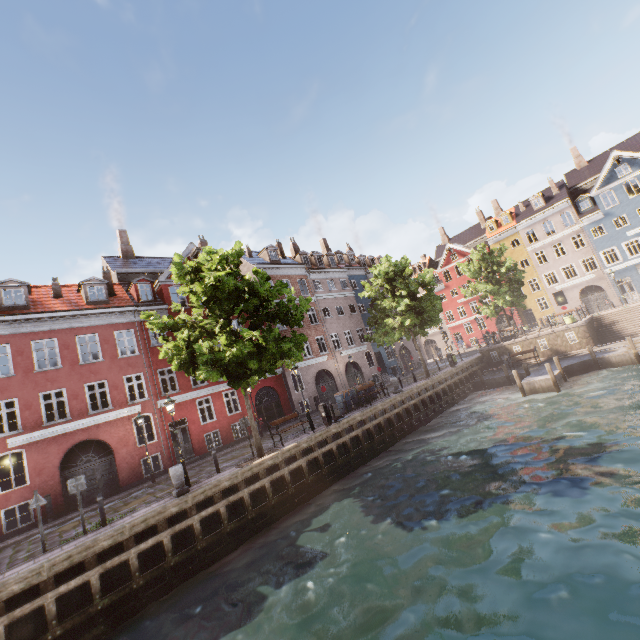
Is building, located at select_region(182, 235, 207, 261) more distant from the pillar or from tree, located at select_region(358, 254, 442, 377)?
the pillar

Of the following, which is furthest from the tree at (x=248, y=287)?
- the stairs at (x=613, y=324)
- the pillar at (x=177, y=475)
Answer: the stairs at (x=613, y=324)

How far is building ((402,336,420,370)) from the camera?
39.9 meters

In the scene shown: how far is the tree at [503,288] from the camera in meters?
33.3

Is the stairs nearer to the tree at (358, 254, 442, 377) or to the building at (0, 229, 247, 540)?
the tree at (358, 254, 442, 377)

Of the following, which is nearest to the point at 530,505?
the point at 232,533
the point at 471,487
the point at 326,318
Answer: the point at 471,487

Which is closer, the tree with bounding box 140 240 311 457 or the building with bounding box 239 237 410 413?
the tree with bounding box 140 240 311 457
